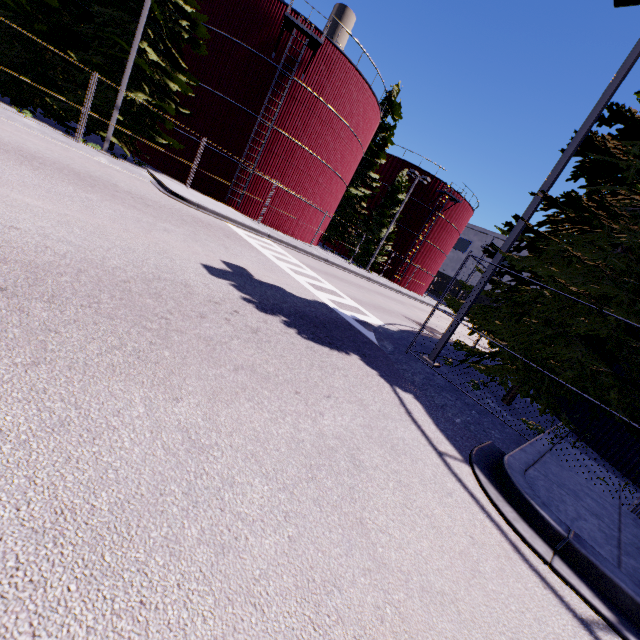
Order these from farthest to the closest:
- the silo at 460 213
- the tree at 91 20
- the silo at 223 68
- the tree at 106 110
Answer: the silo at 460 213, the silo at 223 68, the tree at 106 110, the tree at 91 20

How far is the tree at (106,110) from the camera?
16.0m

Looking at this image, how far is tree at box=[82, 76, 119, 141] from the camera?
16.0m

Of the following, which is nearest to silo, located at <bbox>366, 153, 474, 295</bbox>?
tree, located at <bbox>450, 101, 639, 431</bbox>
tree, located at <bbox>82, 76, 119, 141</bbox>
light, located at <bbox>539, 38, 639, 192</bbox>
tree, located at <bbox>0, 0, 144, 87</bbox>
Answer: tree, located at <bbox>450, 101, 639, 431</bbox>

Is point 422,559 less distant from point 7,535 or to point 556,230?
point 7,535

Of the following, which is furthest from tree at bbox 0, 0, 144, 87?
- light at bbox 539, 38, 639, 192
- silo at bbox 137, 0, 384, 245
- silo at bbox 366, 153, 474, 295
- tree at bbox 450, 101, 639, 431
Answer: silo at bbox 366, 153, 474, 295

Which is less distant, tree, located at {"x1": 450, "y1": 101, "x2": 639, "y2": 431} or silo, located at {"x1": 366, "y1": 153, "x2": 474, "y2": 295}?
tree, located at {"x1": 450, "y1": 101, "x2": 639, "y2": 431}

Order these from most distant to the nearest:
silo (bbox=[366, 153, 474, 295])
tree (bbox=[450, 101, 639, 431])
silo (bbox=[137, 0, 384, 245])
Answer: silo (bbox=[366, 153, 474, 295]), silo (bbox=[137, 0, 384, 245]), tree (bbox=[450, 101, 639, 431])
